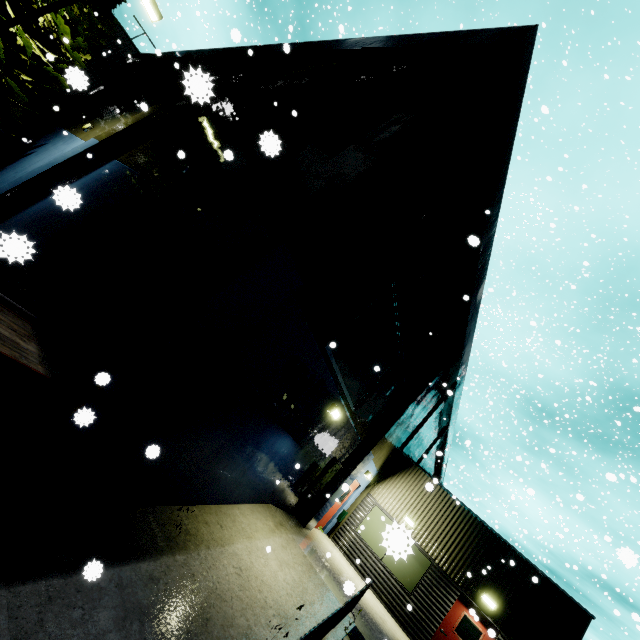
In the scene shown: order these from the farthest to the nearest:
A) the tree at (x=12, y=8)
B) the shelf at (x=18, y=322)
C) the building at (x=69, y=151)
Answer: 1. the tree at (x=12, y=8)
2. the building at (x=69, y=151)
3. the shelf at (x=18, y=322)

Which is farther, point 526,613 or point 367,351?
point 526,613

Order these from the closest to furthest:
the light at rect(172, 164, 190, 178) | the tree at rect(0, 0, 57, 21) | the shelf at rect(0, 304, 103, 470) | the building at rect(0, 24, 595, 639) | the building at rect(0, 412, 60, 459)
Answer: the shelf at rect(0, 304, 103, 470) < the building at rect(0, 412, 60, 459) < the building at rect(0, 24, 595, 639) < the light at rect(172, 164, 190, 178) < the tree at rect(0, 0, 57, 21)

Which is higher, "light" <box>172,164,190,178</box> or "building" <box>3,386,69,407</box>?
"light" <box>172,164,190,178</box>

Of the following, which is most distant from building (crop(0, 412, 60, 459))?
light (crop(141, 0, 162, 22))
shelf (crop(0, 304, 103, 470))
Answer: light (crop(141, 0, 162, 22))

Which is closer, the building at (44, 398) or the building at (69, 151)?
the building at (44, 398)

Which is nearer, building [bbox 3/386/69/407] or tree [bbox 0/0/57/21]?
building [bbox 3/386/69/407]
